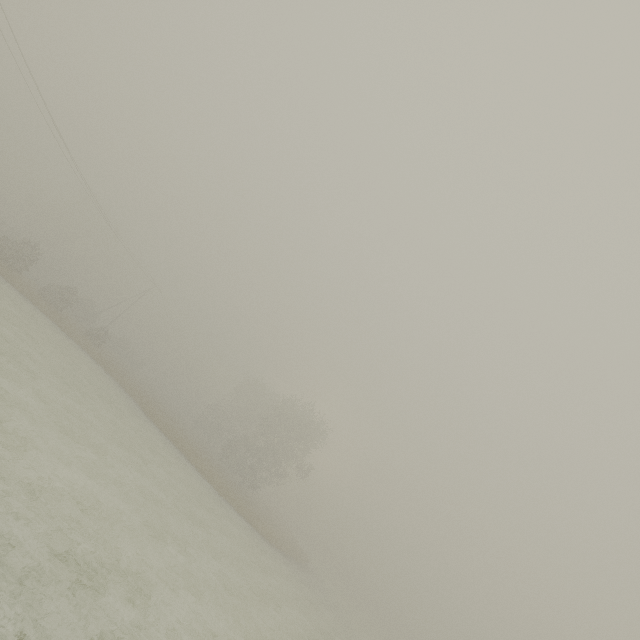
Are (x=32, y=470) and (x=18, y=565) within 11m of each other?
yes

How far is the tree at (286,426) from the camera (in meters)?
39.59

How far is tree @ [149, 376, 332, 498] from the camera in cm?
3959
